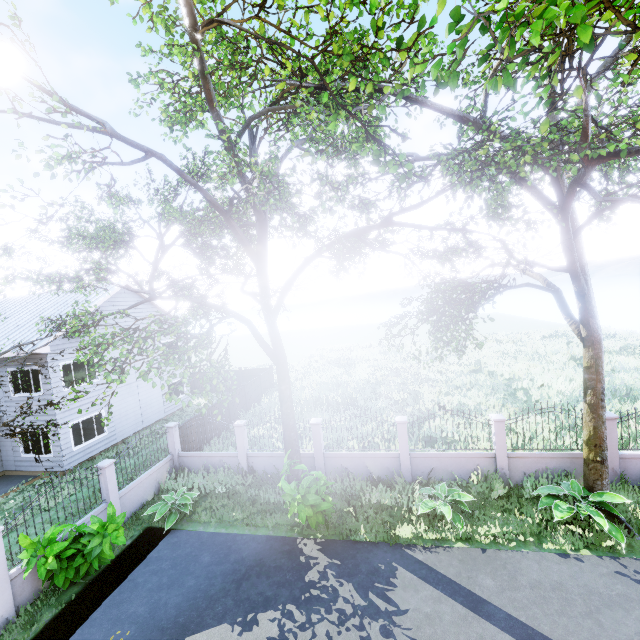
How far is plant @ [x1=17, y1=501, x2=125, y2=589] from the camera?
8.11m

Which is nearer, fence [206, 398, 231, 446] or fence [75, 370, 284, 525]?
fence [75, 370, 284, 525]

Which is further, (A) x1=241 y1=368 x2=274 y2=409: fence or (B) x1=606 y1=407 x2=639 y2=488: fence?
(A) x1=241 y1=368 x2=274 y2=409: fence

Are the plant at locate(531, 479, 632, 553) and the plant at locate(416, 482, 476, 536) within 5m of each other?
yes

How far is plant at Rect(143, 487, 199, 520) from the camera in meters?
11.1 m

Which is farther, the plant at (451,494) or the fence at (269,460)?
the fence at (269,460)

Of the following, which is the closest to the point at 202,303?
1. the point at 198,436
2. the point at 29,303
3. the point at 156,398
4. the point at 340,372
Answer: the point at 198,436

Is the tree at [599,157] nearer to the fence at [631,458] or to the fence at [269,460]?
the fence at [269,460]
